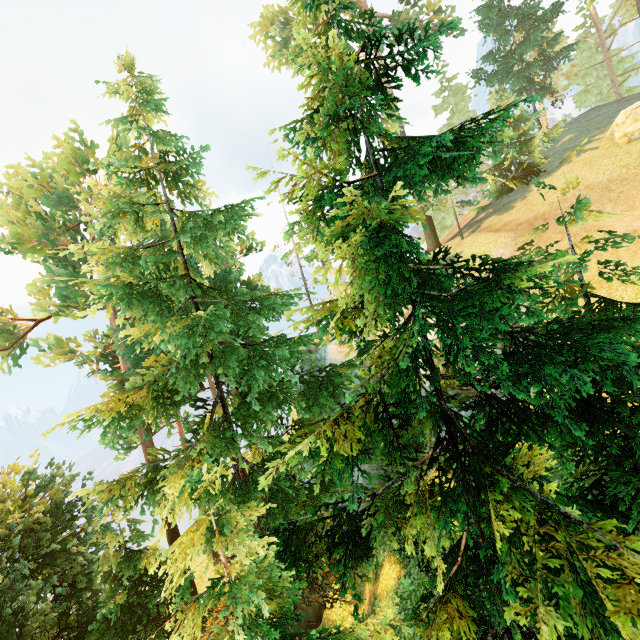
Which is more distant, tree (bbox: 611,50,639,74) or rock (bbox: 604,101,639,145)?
tree (bbox: 611,50,639,74)

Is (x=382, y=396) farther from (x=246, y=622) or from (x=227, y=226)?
(x=227, y=226)

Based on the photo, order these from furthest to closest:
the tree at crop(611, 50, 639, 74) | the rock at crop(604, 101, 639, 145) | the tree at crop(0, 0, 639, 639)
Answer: the tree at crop(611, 50, 639, 74), the rock at crop(604, 101, 639, 145), the tree at crop(0, 0, 639, 639)

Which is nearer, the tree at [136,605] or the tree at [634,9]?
the tree at [136,605]

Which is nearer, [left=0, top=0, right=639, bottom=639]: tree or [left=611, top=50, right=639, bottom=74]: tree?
[left=0, top=0, right=639, bottom=639]: tree
